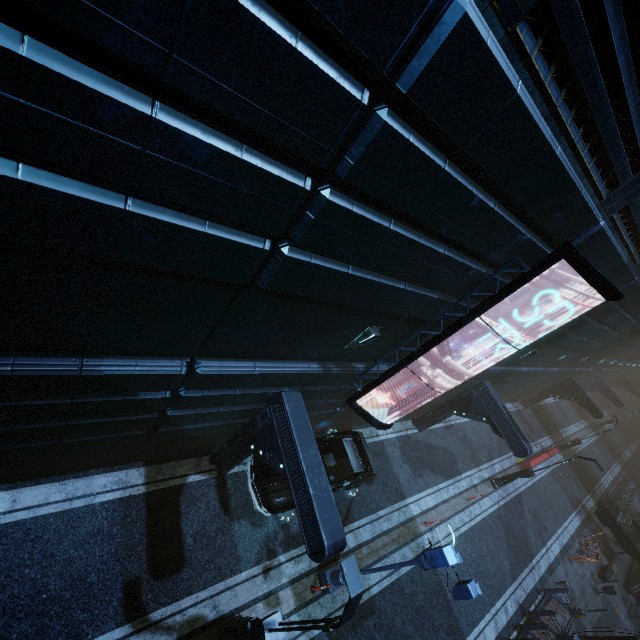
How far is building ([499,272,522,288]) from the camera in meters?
7.0 m

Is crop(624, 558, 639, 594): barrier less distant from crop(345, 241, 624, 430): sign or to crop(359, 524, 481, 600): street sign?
crop(359, 524, 481, 600): street sign

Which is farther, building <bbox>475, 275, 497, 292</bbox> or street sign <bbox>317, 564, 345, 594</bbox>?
street sign <bbox>317, 564, 345, 594</bbox>

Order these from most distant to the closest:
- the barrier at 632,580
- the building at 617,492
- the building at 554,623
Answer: the building at 617,492 → the barrier at 632,580 → the building at 554,623

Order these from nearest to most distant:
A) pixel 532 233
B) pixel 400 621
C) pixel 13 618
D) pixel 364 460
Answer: pixel 532 233 → pixel 13 618 → pixel 400 621 → pixel 364 460

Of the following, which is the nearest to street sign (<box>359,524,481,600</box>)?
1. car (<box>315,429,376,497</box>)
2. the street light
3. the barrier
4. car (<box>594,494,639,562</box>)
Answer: car (<box>315,429,376,497</box>)

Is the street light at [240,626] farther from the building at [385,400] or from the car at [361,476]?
the car at [361,476]
